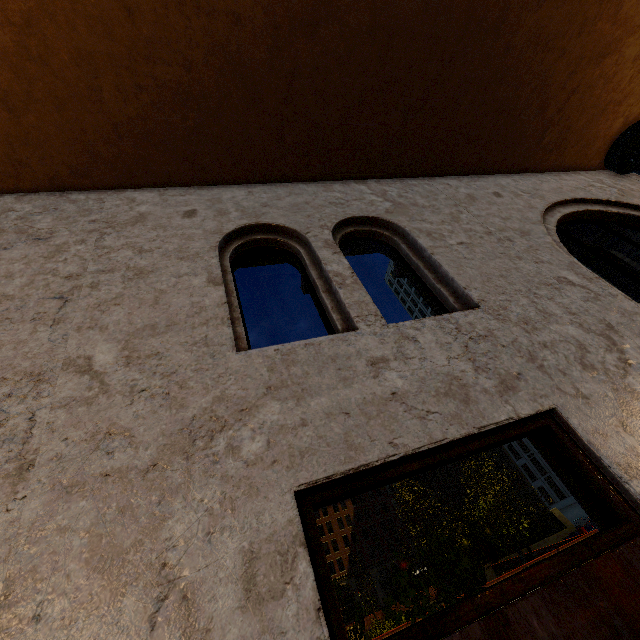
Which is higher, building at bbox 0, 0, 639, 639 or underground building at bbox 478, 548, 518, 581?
building at bbox 0, 0, 639, 639

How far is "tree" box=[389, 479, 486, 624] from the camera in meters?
3.8 m

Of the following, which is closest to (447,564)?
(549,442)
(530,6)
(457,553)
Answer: (457,553)

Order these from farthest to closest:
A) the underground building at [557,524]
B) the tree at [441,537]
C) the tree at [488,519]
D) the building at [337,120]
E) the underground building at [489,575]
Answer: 1. the underground building at [557,524]
2. the underground building at [489,575]
3. the tree at [488,519]
4. the tree at [441,537]
5. the building at [337,120]

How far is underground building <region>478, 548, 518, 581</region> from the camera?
31.7 meters

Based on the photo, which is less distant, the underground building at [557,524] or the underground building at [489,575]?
the underground building at [489,575]

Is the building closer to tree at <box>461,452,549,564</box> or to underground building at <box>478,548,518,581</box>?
tree at <box>461,452,549,564</box>

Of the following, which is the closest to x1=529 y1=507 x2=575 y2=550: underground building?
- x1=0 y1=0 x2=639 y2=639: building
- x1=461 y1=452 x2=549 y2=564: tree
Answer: x1=461 y1=452 x2=549 y2=564: tree
